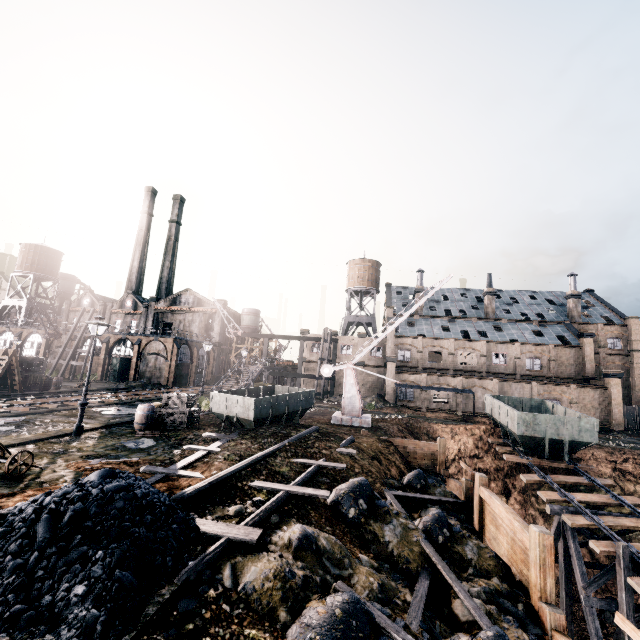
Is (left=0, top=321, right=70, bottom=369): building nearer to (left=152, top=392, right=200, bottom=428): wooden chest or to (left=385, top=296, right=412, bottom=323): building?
(left=385, top=296, right=412, bottom=323): building

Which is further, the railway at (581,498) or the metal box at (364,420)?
the metal box at (364,420)

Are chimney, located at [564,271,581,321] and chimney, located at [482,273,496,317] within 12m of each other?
yes

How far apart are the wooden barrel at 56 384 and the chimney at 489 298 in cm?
5971

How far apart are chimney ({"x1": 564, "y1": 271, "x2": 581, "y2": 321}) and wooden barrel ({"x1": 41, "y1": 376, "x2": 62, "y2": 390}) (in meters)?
71.05

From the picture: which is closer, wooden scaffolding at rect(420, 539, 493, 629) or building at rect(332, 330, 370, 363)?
wooden scaffolding at rect(420, 539, 493, 629)

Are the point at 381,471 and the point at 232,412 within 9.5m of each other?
yes

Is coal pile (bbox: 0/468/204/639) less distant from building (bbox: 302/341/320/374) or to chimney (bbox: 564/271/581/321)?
building (bbox: 302/341/320/374)
